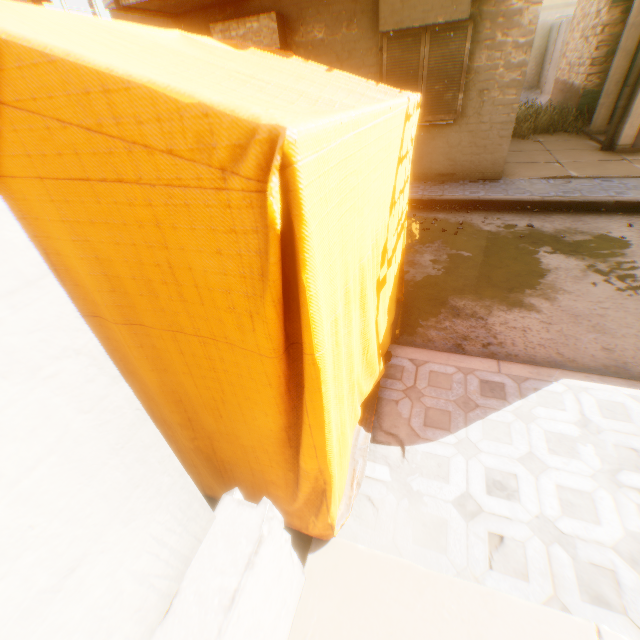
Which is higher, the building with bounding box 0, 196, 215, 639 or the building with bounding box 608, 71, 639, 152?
the building with bounding box 0, 196, 215, 639

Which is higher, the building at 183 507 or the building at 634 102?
the building at 183 507

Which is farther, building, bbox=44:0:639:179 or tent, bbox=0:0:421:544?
building, bbox=44:0:639:179

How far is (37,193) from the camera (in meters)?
1.08

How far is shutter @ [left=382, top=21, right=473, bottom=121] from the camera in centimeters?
616cm

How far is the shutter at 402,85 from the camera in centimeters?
616cm

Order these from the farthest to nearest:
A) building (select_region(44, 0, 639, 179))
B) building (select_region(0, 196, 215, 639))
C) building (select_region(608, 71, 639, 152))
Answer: building (select_region(608, 71, 639, 152)) < building (select_region(44, 0, 639, 179)) < building (select_region(0, 196, 215, 639))

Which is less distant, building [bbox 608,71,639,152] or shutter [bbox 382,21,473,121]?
shutter [bbox 382,21,473,121]
